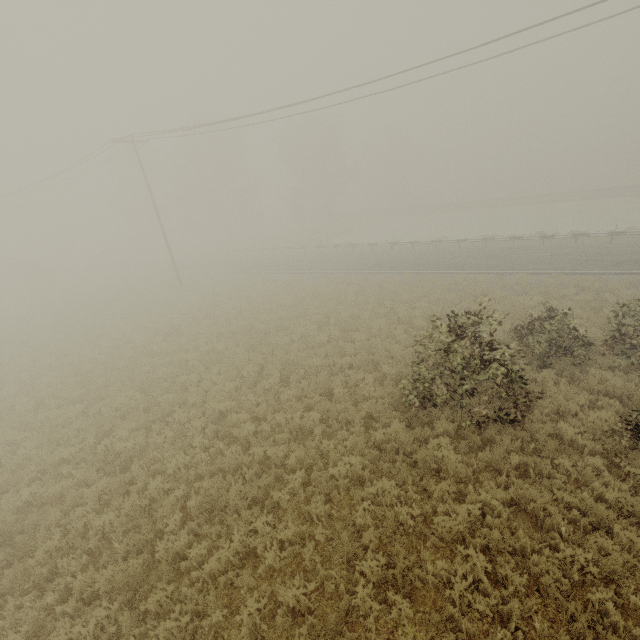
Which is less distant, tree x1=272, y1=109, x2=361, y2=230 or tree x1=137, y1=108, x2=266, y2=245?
tree x1=137, y1=108, x2=266, y2=245

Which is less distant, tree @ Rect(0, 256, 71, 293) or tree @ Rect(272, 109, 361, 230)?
tree @ Rect(0, 256, 71, 293)

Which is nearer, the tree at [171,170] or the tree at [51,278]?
the tree at [51,278]

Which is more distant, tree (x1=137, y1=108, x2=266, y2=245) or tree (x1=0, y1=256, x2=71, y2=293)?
tree (x1=137, y1=108, x2=266, y2=245)

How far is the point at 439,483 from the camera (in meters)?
7.67

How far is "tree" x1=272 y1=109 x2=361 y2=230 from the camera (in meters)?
46.59

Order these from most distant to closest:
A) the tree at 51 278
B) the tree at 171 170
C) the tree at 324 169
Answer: the tree at 324 169 < the tree at 171 170 < the tree at 51 278

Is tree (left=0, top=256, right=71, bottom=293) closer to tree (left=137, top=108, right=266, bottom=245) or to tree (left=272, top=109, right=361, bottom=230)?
tree (left=137, top=108, right=266, bottom=245)
